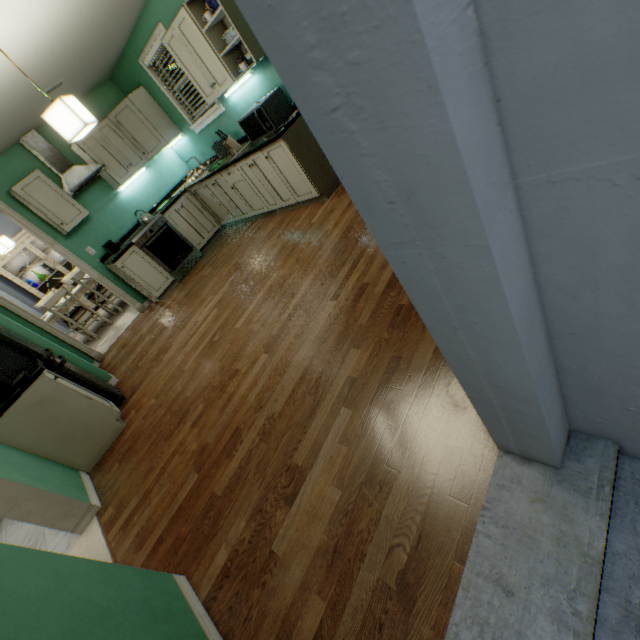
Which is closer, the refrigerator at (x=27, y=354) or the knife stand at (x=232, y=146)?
the refrigerator at (x=27, y=354)

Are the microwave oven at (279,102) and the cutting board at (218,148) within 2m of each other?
yes

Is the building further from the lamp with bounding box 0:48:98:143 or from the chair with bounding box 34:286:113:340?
the chair with bounding box 34:286:113:340

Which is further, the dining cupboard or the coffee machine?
the dining cupboard

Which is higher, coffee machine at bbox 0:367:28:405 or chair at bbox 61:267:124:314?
coffee machine at bbox 0:367:28:405

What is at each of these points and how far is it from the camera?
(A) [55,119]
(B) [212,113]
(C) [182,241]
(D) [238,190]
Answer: (A) lamp, 2.2 meters
(B) window, 4.3 meters
(C) cooker stove, 5.0 meters
(D) cabinet, 4.5 meters

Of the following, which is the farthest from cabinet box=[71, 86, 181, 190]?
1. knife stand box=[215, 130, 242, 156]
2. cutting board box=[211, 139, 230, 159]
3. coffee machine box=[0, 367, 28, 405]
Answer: coffee machine box=[0, 367, 28, 405]

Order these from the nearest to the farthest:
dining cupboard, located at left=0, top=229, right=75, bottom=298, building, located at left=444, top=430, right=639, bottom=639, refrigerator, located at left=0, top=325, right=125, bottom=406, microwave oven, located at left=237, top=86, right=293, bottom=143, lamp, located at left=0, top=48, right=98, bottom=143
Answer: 1. building, located at left=444, top=430, right=639, bottom=639
2. lamp, located at left=0, top=48, right=98, bottom=143
3. refrigerator, located at left=0, top=325, right=125, bottom=406
4. microwave oven, located at left=237, top=86, right=293, bottom=143
5. dining cupboard, located at left=0, top=229, right=75, bottom=298
